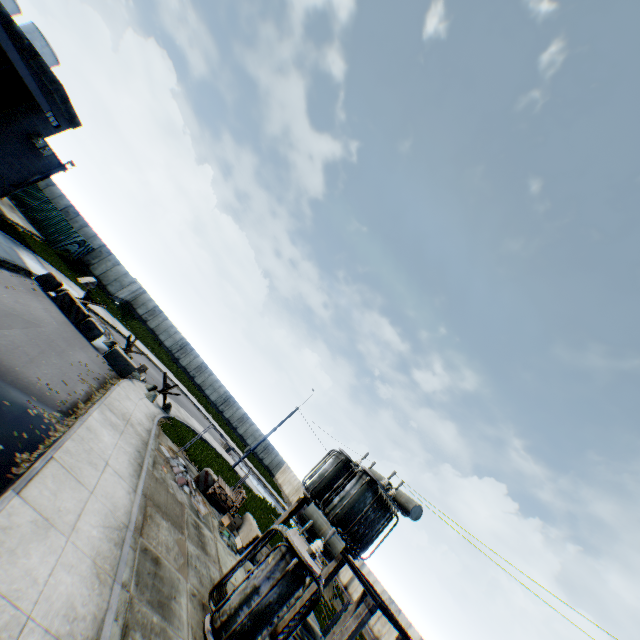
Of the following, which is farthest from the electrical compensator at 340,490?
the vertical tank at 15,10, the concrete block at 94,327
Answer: the vertical tank at 15,10

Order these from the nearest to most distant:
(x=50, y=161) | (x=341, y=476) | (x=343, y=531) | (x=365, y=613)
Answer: (x=365, y=613) → (x=343, y=531) → (x=341, y=476) → (x=50, y=161)

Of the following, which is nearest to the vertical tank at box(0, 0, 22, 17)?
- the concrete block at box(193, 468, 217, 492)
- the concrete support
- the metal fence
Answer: the metal fence

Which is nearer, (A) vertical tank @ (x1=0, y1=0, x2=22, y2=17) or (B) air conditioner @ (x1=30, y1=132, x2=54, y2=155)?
(B) air conditioner @ (x1=30, y1=132, x2=54, y2=155)

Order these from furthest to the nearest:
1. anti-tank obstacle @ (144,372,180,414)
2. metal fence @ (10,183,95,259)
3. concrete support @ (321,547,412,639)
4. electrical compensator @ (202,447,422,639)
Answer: metal fence @ (10,183,95,259) → anti-tank obstacle @ (144,372,180,414) → concrete support @ (321,547,412,639) → electrical compensator @ (202,447,422,639)

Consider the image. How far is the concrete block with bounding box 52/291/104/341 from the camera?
17.94m

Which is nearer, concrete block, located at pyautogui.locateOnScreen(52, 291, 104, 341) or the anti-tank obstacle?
concrete block, located at pyautogui.locateOnScreen(52, 291, 104, 341)

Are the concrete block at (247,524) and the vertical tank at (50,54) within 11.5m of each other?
no
